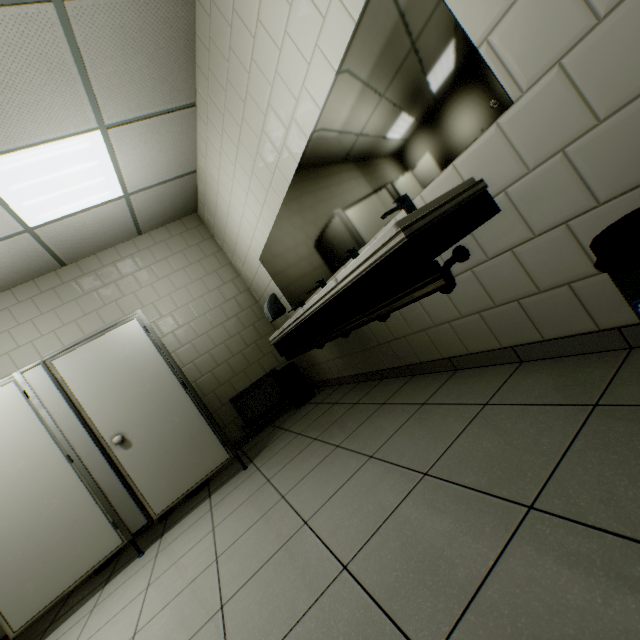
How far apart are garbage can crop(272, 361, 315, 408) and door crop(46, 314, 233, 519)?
1.3 meters

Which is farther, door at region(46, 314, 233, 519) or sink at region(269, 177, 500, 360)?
door at region(46, 314, 233, 519)

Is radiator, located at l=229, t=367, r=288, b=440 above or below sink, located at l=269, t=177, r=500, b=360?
below

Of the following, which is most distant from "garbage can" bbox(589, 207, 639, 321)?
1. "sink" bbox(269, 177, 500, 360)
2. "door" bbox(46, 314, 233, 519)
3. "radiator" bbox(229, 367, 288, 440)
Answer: "radiator" bbox(229, 367, 288, 440)

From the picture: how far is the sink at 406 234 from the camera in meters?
1.3

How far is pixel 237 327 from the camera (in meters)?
4.79

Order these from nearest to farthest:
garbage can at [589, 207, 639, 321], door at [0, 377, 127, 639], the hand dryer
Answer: garbage can at [589, 207, 639, 321] < door at [0, 377, 127, 639] < the hand dryer

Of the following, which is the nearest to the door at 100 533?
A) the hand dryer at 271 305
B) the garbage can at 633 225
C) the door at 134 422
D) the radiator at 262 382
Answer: the door at 134 422
